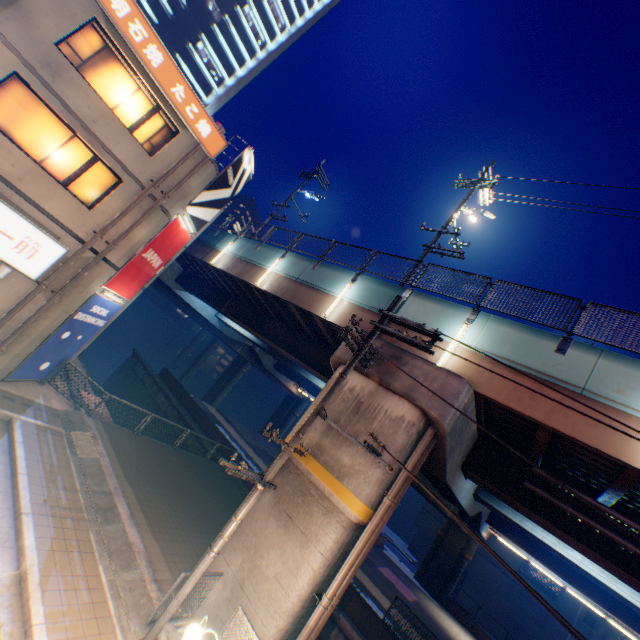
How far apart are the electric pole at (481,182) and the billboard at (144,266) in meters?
11.3 m

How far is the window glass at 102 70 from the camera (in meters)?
10.42

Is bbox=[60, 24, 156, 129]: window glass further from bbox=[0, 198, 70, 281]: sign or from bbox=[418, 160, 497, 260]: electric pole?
bbox=[418, 160, 497, 260]: electric pole

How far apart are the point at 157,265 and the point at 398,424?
13.18m

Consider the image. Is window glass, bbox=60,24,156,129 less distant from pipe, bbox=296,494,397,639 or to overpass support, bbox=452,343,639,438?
overpass support, bbox=452,343,639,438

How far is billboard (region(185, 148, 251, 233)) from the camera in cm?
1468

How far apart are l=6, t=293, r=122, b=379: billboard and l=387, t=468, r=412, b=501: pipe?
12.72m

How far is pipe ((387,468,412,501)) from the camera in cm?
827
